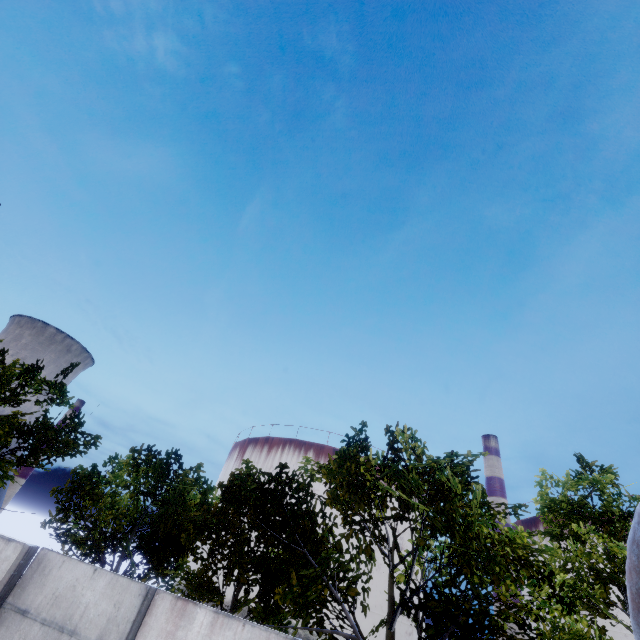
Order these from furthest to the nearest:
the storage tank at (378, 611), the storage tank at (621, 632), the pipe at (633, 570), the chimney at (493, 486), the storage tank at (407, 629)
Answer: the chimney at (493, 486)
the storage tank at (407, 629)
the storage tank at (378, 611)
the storage tank at (621, 632)
the pipe at (633, 570)

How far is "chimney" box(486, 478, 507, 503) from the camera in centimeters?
5753cm

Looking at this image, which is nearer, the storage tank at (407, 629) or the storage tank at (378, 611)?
the storage tank at (378, 611)

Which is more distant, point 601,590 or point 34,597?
point 601,590

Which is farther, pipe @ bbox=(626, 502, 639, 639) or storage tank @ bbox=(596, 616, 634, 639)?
storage tank @ bbox=(596, 616, 634, 639)

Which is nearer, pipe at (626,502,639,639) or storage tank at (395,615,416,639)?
pipe at (626,502,639,639)

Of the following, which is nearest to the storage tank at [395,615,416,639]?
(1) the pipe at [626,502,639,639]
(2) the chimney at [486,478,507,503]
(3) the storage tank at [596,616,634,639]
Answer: (2) the chimney at [486,478,507,503]

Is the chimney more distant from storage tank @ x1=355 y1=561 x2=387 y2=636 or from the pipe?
the pipe
